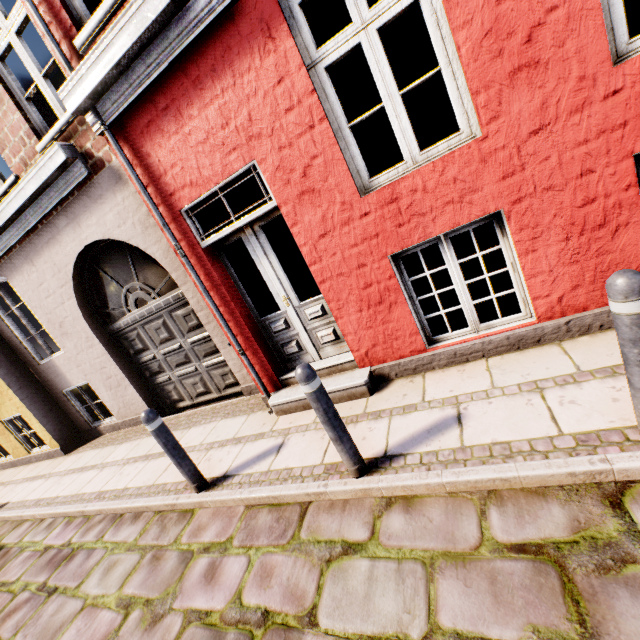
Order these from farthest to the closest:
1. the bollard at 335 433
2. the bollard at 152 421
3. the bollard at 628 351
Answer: the bollard at 152 421, the bollard at 335 433, the bollard at 628 351

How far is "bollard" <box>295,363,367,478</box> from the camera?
2.5 meters

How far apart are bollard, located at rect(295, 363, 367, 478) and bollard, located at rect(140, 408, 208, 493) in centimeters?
185cm

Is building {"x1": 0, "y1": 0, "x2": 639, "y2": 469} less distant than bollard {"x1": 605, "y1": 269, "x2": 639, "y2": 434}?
No

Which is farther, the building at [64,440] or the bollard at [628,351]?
the building at [64,440]

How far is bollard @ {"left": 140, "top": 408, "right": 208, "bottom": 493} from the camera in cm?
335

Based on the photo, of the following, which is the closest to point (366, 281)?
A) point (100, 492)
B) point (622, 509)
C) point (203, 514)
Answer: point (622, 509)

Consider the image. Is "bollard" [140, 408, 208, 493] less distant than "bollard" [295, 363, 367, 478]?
No
